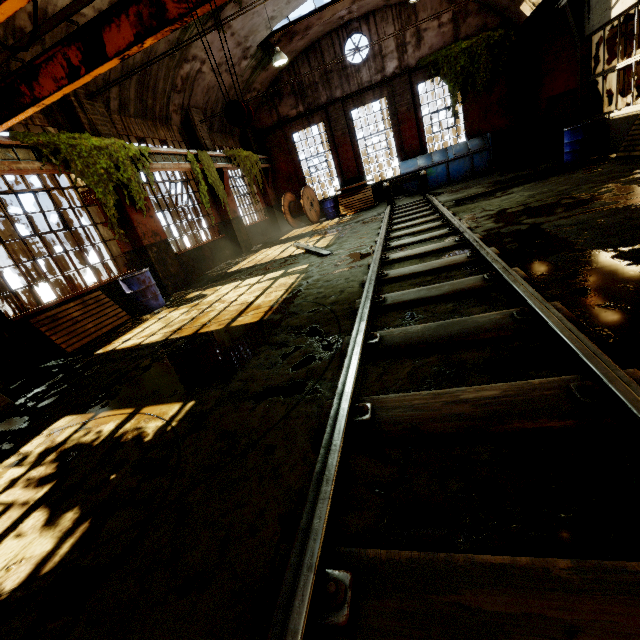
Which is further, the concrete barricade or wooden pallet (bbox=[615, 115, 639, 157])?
wooden pallet (bbox=[615, 115, 639, 157])

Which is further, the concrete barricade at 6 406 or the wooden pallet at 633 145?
the wooden pallet at 633 145

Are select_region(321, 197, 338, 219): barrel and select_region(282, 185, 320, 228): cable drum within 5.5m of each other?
yes

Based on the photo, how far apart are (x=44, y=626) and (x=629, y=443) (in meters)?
2.84

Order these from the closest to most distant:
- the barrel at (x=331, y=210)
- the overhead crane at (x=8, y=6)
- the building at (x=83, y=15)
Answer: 1. the overhead crane at (x=8, y=6)
2. the building at (x=83, y=15)
3. the barrel at (x=331, y=210)

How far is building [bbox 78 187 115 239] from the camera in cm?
797

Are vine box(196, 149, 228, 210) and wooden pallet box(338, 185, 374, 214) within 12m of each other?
yes

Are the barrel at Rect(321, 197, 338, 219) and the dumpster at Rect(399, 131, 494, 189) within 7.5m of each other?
yes
